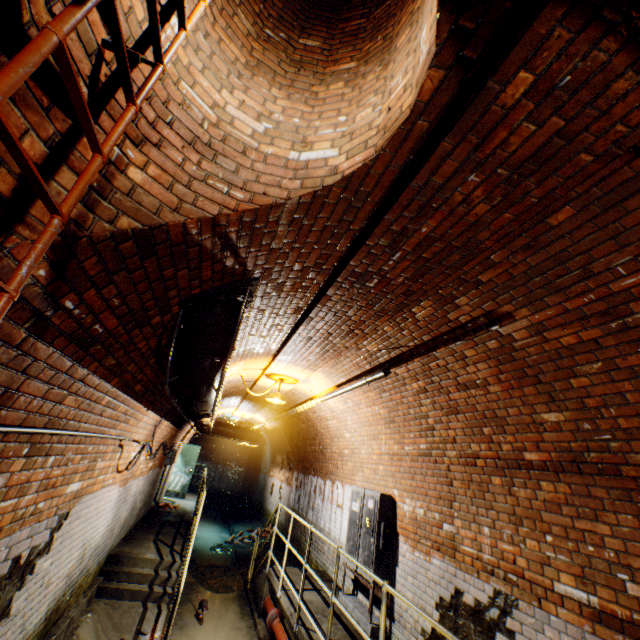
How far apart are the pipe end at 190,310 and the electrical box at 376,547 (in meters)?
4.29

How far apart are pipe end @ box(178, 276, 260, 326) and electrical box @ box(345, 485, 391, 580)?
4.3 meters

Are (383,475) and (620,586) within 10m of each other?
yes

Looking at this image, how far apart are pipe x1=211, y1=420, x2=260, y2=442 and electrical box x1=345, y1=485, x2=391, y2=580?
6.10m

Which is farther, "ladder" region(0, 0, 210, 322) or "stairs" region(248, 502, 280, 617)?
"stairs" region(248, 502, 280, 617)

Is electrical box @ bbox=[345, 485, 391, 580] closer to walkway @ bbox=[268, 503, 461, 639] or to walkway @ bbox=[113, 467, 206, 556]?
walkway @ bbox=[268, 503, 461, 639]

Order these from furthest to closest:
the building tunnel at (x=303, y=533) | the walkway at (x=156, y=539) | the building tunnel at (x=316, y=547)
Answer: the building tunnel at (x=303, y=533) → the building tunnel at (x=316, y=547) → the walkway at (x=156, y=539)

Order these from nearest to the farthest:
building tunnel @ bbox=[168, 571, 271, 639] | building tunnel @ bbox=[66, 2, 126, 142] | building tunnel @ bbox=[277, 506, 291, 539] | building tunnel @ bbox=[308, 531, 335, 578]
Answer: building tunnel @ bbox=[66, 2, 126, 142] < building tunnel @ bbox=[168, 571, 271, 639] < building tunnel @ bbox=[308, 531, 335, 578] < building tunnel @ bbox=[277, 506, 291, 539]
